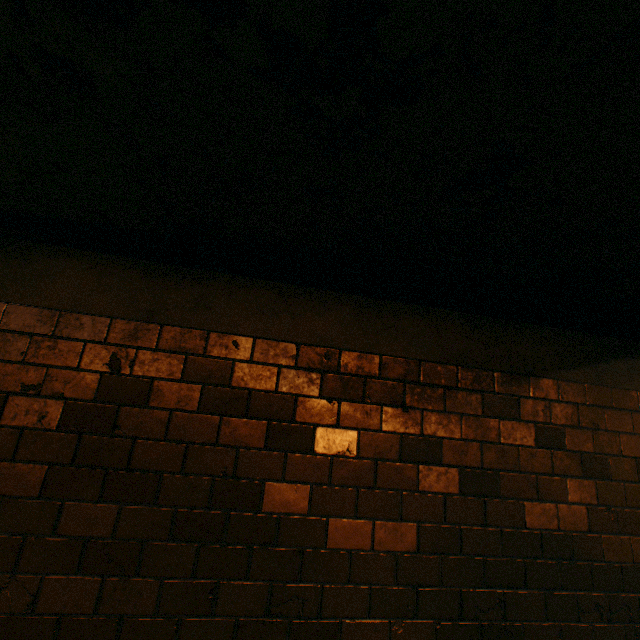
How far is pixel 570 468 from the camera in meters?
2.0 m
